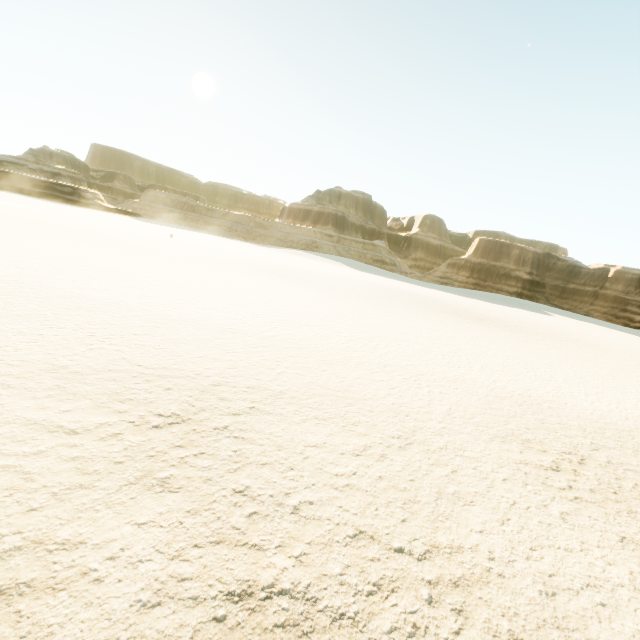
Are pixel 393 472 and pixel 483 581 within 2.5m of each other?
yes
